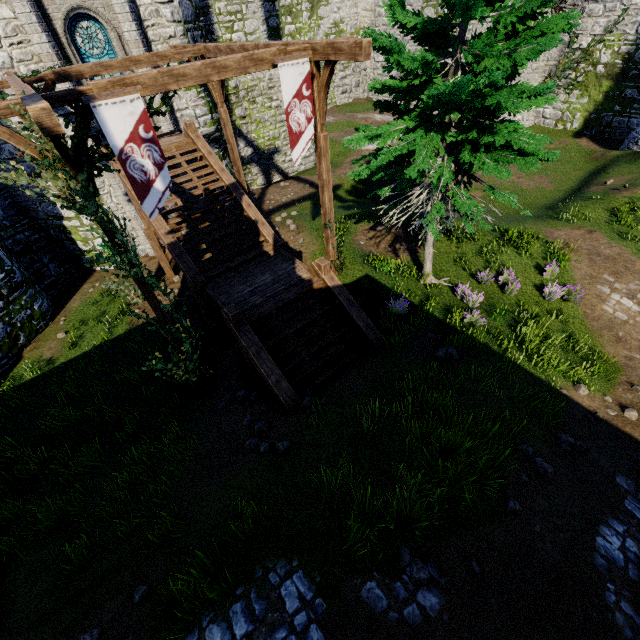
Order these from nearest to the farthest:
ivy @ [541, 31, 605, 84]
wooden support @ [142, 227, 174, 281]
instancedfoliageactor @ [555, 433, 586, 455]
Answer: instancedfoliageactor @ [555, 433, 586, 455], wooden support @ [142, 227, 174, 281], ivy @ [541, 31, 605, 84]

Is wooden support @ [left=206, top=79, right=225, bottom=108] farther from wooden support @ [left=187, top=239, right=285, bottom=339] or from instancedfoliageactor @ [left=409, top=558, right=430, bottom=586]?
instancedfoliageactor @ [left=409, top=558, right=430, bottom=586]

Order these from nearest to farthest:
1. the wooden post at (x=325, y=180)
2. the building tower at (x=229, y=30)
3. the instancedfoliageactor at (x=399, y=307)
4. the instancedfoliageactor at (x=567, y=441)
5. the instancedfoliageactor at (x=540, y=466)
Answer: the instancedfoliageactor at (x=540, y=466) → the instancedfoliageactor at (x=567, y=441) → the wooden post at (x=325, y=180) → the instancedfoliageactor at (x=399, y=307) → the building tower at (x=229, y=30)

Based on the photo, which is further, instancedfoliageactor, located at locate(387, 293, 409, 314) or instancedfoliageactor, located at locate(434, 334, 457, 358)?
instancedfoliageactor, located at locate(387, 293, 409, 314)

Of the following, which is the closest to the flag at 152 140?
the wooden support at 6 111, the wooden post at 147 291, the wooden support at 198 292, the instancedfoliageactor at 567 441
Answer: the wooden support at 6 111

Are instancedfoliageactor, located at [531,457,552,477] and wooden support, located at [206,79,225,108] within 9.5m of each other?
no

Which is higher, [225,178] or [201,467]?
[225,178]

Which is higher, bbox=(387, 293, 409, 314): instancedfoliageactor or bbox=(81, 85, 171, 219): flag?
bbox=(81, 85, 171, 219): flag
